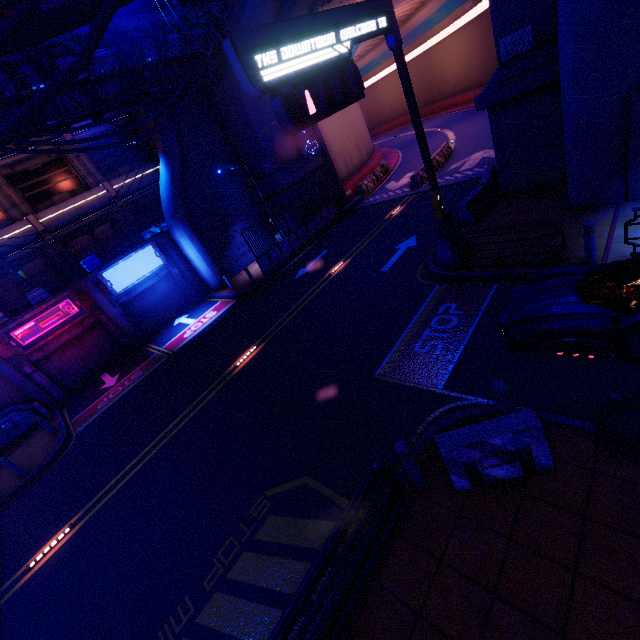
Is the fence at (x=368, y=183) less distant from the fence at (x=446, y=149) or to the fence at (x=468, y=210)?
the fence at (x=446, y=149)

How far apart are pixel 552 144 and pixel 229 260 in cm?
1813

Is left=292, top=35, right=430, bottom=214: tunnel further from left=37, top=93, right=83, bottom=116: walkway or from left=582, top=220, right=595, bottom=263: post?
left=582, top=220, right=595, bottom=263: post

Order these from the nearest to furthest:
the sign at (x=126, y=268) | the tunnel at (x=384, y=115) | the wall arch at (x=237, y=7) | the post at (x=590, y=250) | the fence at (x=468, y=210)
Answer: the post at (x=590, y=250) < the fence at (x=468, y=210) < the wall arch at (x=237, y=7) < the sign at (x=126, y=268) < the tunnel at (x=384, y=115)

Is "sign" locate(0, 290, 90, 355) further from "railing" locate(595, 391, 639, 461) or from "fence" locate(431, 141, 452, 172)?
"fence" locate(431, 141, 452, 172)

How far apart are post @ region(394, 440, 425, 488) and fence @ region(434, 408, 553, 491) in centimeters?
38cm

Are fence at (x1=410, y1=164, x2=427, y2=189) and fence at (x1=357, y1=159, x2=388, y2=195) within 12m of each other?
yes

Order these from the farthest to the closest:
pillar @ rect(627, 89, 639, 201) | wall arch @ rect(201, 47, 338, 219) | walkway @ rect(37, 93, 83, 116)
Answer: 1. wall arch @ rect(201, 47, 338, 219)
2. walkway @ rect(37, 93, 83, 116)
3. pillar @ rect(627, 89, 639, 201)
